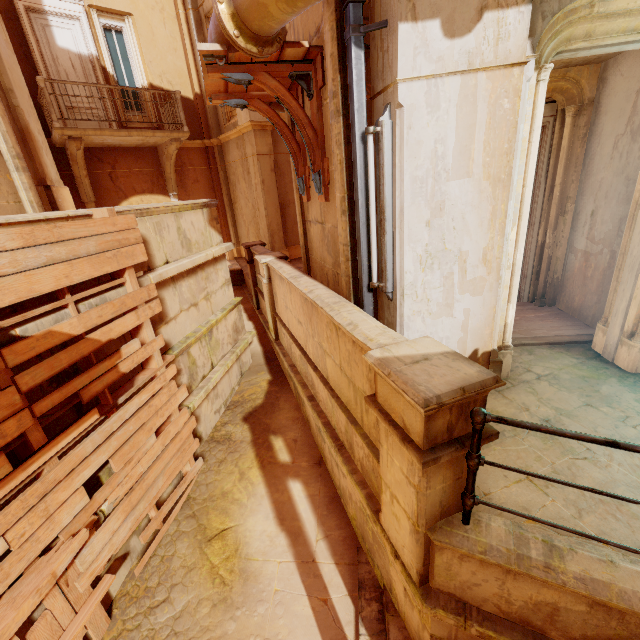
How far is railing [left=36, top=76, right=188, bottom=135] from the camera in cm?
827

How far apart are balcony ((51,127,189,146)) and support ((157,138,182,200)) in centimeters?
15cm

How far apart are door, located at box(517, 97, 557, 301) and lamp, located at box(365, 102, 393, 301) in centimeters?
293cm

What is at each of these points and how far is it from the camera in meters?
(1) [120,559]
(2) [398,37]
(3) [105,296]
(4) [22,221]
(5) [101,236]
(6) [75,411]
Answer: (1) building, 4.0 m
(2) column, 2.6 m
(3) building, 3.8 m
(4) building, 3.0 m
(5) wood, 3.6 m
(6) building, 3.5 m

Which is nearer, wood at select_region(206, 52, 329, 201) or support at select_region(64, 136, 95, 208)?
wood at select_region(206, 52, 329, 201)

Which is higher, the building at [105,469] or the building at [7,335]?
the building at [7,335]

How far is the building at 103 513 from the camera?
3.50m

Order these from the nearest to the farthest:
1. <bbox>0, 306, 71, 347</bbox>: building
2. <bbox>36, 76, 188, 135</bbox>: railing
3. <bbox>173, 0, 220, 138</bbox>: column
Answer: <bbox>0, 306, 71, 347</bbox>: building, <bbox>36, 76, 188, 135</bbox>: railing, <bbox>173, 0, 220, 138</bbox>: column
